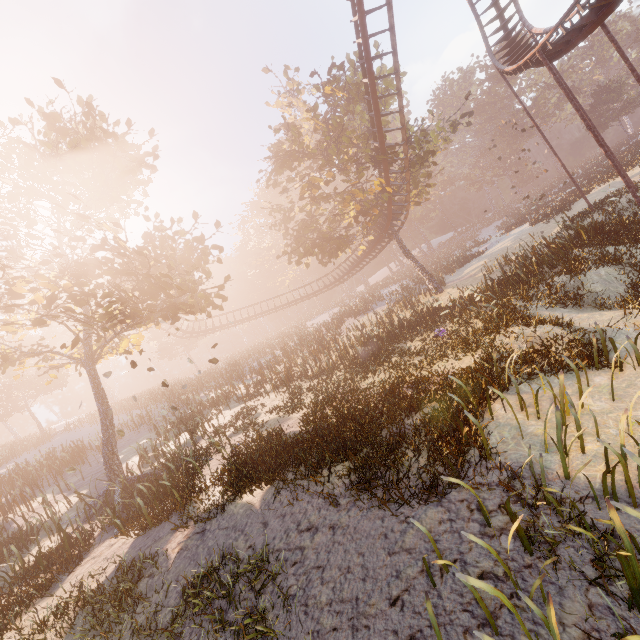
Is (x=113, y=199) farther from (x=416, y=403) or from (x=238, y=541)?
Answer: (x=416, y=403)

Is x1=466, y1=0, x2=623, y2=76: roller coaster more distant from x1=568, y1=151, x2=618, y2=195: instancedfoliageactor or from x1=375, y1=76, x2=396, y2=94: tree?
x1=568, y1=151, x2=618, y2=195: instancedfoliageactor

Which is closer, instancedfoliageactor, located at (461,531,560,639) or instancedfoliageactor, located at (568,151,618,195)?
instancedfoliageactor, located at (461,531,560,639)

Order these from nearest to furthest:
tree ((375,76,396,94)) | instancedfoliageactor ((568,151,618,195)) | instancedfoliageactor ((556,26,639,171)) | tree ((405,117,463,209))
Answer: tree ((405,117,463,209)) < tree ((375,76,396,94)) < instancedfoliageactor ((568,151,618,195)) < instancedfoliageactor ((556,26,639,171))

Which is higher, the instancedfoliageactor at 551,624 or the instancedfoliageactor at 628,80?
the instancedfoliageactor at 628,80

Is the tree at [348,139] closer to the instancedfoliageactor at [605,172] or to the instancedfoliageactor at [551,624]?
the instancedfoliageactor at [551,624]

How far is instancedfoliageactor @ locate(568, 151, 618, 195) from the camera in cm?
2862

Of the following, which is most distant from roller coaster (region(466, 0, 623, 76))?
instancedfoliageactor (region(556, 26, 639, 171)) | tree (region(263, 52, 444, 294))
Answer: instancedfoliageactor (region(556, 26, 639, 171))
